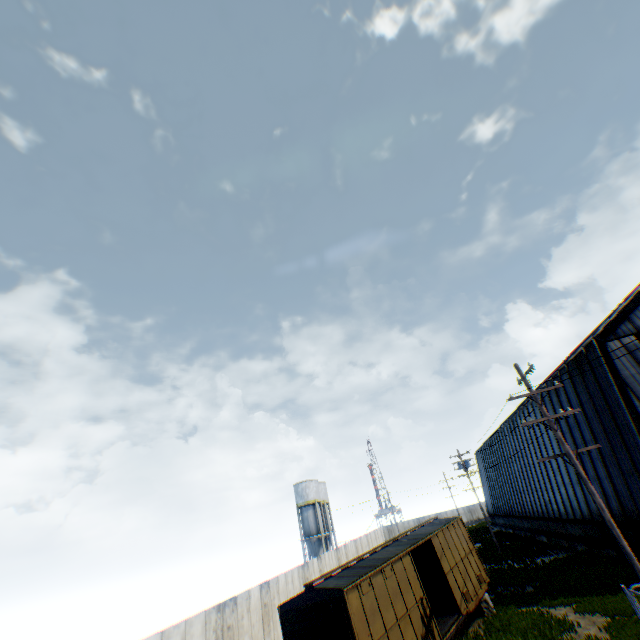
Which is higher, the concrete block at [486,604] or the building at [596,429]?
the building at [596,429]

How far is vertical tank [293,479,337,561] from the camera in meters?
48.1

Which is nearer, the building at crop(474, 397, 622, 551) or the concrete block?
the concrete block

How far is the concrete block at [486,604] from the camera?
16.6m

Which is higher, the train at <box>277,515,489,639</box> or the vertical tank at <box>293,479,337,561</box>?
the vertical tank at <box>293,479,337,561</box>

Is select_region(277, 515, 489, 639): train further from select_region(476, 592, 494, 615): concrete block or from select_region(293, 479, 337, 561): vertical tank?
select_region(293, 479, 337, 561): vertical tank

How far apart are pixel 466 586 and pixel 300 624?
9.8m

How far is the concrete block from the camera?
16.6m
